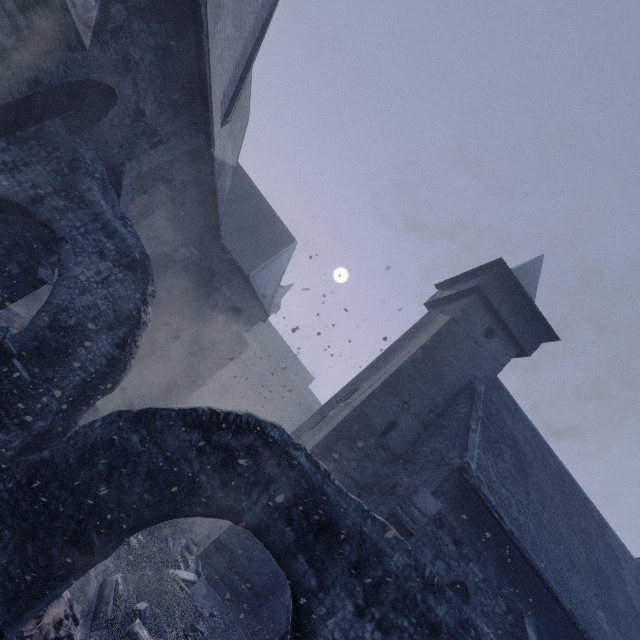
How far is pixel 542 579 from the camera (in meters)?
8.59

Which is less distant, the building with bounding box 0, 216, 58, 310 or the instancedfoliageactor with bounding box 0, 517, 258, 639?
the instancedfoliageactor with bounding box 0, 517, 258, 639

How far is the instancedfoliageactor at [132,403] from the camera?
8.91m

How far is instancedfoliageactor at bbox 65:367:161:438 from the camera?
8.9 meters

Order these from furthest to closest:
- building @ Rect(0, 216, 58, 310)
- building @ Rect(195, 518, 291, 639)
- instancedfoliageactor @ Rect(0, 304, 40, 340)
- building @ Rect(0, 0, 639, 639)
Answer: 1. building @ Rect(195, 518, 291, 639)
2. instancedfoliageactor @ Rect(0, 304, 40, 340)
3. building @ Rect(0, 216, 58, 310)
4. building @ Rect(0, 0, 639, 639)

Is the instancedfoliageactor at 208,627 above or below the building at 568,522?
below
